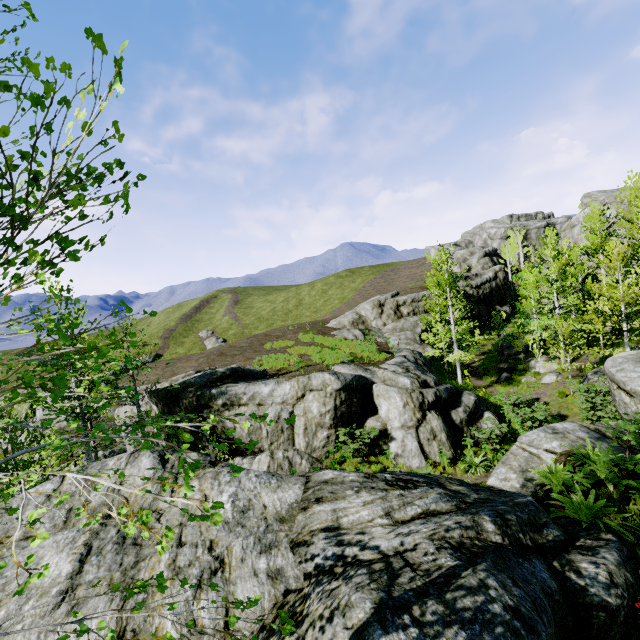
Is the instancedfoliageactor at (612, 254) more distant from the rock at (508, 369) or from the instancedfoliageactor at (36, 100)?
the instancedfoliageactor at (36, 100)

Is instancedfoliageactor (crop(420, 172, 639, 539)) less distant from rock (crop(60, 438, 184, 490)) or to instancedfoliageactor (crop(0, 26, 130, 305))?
rock (crop(60, 438, 184, 490))

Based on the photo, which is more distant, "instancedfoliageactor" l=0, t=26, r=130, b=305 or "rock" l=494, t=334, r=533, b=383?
"rock" l=494, t=334, r=533, b=383

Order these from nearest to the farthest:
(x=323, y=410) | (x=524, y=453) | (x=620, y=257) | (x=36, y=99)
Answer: (x=36, y=99)
(x=524, y=453)
(x=323, y=410)
(x=620, y=257)

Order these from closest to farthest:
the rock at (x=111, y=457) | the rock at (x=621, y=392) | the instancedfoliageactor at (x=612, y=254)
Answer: the instancedfoliageactor at (x=612, y=254)
the rock at (x=111, y=457)
the rock at (x=621, y=392)

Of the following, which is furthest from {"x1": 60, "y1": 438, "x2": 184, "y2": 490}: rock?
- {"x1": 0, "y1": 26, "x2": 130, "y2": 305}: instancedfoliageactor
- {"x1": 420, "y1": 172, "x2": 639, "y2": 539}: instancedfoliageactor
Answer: {"x1": 0, "y1": 26, "x2": 130, "y2": 305}: instancedfoliageactor

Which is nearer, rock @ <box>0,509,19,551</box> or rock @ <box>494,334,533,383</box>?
rock @ <box>0,509,19,551</box>

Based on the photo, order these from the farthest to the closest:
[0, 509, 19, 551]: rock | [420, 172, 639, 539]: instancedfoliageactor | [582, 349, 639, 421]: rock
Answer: [582, 349, 639, 421]: rock < [420, 172, 639, 539]: instancedfoliageactor < [0, 509, 19, 551]: rock
